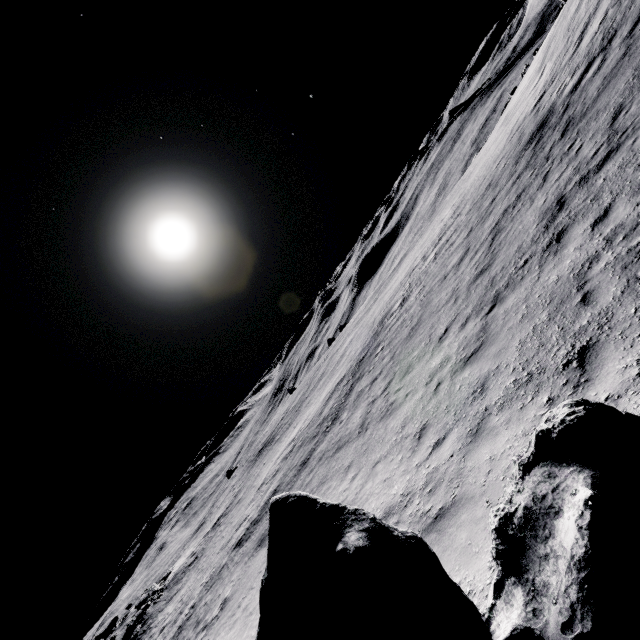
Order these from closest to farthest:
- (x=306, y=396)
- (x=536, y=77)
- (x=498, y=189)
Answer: (x=498, y=189) < (x=536, y=77) < (x=306, y=396)
